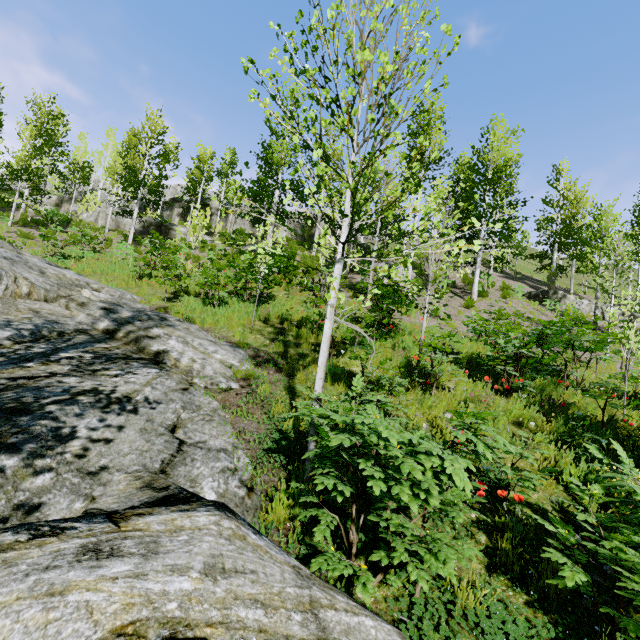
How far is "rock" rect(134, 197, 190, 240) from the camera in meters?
26.3

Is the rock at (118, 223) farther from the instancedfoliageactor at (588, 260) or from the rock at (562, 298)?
the rock at (562, 298)

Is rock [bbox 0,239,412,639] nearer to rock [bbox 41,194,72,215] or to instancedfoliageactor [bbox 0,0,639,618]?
instancedfoliageactor [bbox 0,0,639,618]

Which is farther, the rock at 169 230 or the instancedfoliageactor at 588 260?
the rock at 169 230

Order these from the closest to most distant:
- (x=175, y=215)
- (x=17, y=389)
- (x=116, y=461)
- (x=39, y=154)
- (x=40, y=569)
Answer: (x=40, y=569), (x=116, y=461), (x=17, y=389), (x=39, y=154), (x=175, y=215)

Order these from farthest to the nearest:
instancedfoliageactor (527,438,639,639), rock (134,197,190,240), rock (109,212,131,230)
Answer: Result:
rock (109,212,131,230)
rock (134,197,190,240)
instancedfoliageactor (527,438,639,639)

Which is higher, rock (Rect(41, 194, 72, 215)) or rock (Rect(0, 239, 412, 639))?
rock (Rect(41, 194, 72, 215))

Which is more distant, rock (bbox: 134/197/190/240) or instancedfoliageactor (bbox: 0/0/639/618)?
rock (bbox: 134/197/190/240)
